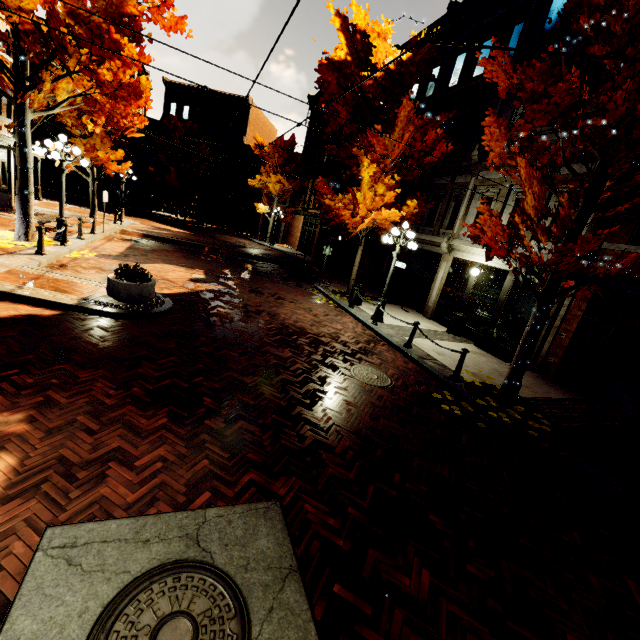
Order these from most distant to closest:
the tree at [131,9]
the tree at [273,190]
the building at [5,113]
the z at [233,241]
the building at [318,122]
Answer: the tree at [273,190]
the building at [318,122]
the z at [233,241]
the building at [5,113]
the tree at [131,9]

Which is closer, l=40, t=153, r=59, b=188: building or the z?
the z

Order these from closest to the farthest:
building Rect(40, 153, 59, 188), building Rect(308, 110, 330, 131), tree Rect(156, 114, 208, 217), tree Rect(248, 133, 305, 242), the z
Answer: the z → building Rect(308, 110, 330, 131) → tree Rect(248, 133, 305, 242) → tree Rect(156, 114, 208, 217) → building Rect(40, 153, 59, 188)

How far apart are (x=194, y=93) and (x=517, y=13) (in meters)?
34.84

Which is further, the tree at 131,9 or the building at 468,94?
the building at 468,94

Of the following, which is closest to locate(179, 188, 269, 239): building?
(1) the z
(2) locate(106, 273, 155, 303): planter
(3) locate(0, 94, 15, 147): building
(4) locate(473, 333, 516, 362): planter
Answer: (4) locate(473, 333, 516, 362): planter

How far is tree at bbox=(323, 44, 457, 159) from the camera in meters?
10.8

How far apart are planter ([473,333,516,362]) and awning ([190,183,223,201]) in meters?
32.3
